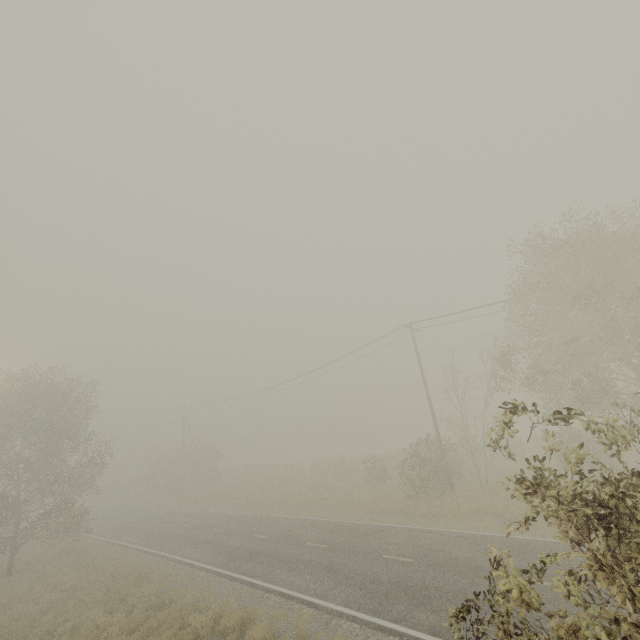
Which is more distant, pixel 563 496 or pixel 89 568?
pixel 89 568
